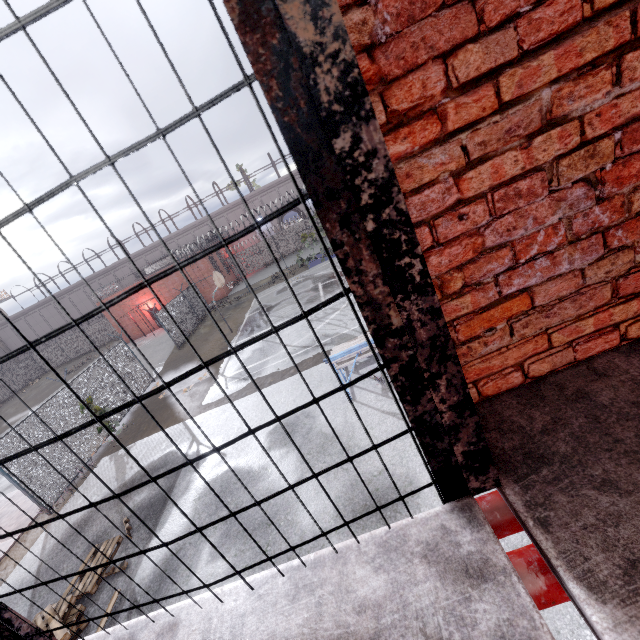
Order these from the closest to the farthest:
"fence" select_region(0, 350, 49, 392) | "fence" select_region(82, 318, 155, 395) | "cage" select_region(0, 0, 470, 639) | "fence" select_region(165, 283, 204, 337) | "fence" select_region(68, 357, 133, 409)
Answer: "cage" select_region(0, 0, 470, 639) → "fence" select_region(68, 357, 133, 409) → "fence" select_region(82, 318, 155, 395) → "fence" select_region(165, 283, 204, 337) → "fence" select_region(0, 350, 49, 392)

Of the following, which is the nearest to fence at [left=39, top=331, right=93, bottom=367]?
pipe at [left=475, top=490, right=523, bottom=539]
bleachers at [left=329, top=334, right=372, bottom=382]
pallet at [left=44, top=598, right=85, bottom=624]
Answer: pipe at [left=475, top=490, right=523, bottom=539]

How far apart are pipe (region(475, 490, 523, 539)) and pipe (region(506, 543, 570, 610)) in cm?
14

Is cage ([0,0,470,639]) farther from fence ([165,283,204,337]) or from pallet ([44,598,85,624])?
fence ([165,283,204,337])

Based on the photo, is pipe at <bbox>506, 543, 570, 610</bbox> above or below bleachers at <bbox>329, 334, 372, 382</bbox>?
above

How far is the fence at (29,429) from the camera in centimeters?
1073cm

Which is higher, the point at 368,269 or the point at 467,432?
the point at 368,269
